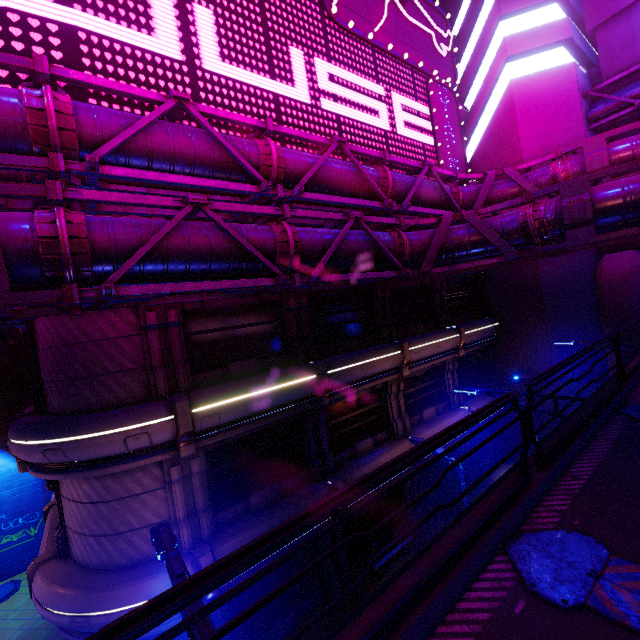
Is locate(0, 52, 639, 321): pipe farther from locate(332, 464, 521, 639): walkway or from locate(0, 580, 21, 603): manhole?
locate(0, 580, 21, 603): manhole

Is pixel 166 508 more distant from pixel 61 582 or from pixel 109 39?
pixel 109 39

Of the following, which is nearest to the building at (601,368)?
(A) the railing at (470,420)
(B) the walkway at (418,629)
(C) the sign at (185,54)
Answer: (C) the sign at (185,54)

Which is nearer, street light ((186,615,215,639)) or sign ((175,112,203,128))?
street light ((186,615,215,639))

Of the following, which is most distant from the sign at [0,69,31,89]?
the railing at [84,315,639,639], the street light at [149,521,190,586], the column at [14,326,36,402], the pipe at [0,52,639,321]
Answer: the railing at [84,315,639,639]

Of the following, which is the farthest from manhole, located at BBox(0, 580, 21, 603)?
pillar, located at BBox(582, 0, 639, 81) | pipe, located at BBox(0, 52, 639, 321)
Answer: pillar, located at BBox(582, 0, 639, 81)

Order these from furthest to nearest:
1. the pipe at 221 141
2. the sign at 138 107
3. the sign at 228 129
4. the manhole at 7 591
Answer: the manhole at 7 591 < the sign at 228 129 < the sign at 138 107 < the pipe at 221 141

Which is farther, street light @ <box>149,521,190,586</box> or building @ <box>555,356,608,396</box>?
building @ <box>555,356,608,396</box>
